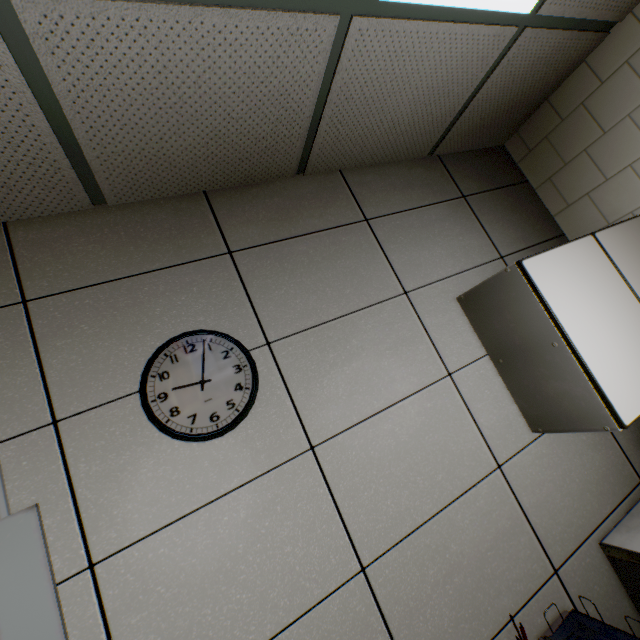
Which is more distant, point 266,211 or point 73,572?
point 266,211

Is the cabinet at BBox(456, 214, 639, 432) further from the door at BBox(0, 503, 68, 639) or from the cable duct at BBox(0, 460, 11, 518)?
the cable duct at BBox(0, 460, 11, 518)

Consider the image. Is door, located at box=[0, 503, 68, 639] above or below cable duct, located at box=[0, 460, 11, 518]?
below

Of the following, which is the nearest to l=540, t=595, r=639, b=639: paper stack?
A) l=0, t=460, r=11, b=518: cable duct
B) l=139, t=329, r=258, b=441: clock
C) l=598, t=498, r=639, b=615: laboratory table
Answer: l=598, t=498, r=639, b=615: laboratory table

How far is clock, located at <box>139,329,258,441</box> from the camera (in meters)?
1.19

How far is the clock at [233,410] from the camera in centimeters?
119cm

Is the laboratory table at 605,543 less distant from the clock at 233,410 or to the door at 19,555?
the door at 19,555

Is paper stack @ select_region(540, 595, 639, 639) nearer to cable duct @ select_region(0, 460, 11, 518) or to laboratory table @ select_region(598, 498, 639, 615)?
laboratory table @ select_region(598, 498, 639, 615)
